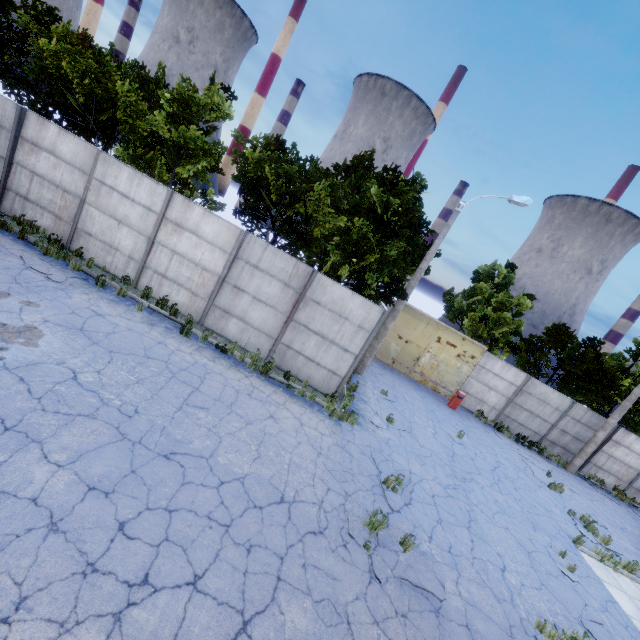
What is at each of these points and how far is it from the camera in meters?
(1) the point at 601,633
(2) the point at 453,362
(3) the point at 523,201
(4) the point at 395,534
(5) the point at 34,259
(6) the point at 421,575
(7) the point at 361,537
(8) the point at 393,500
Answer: (1) asphalt debris, 7.5 m
(2) door, 19.5 m
(3) lamp post, 13.3 m
(4) asphalt debris, 7.0 m
(5) asphalt debris, 9.7 m
(6) asphalt debris, 6.3 m
(7) asphalt debris, 6.5 m
(8) asphalt debris, 8.0 m

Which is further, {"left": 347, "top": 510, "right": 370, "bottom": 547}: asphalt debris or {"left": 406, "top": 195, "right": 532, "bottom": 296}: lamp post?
{"left": 406, "top": 195, "right": 532, "bottom": 296}: lamp post

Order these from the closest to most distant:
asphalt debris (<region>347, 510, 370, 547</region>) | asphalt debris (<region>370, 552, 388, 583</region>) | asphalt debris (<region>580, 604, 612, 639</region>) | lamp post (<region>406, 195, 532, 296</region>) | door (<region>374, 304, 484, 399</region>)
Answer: asphalt debris (<region>370, 552, 388, 583</region>)
asphalt debris (<region>347, 510, 370, 547</region>)
asphalt debris (<region>580, 604, 612, 639</region>)
lamp post (<region>406, 195, 532, 296</region>)
door (<region>374, 304, 484, 399</region>)

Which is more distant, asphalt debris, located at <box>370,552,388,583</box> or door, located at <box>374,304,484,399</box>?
door, located at <box>374,304,484,399</box>

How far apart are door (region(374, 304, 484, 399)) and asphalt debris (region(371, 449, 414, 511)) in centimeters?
1041cm

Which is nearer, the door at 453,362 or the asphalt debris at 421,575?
the asphalt debris at 421,575

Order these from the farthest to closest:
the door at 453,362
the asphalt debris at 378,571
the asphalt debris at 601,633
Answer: the door at 453,362 < the asphalt debris at 601,633 < the asphalt debris at 378,571
